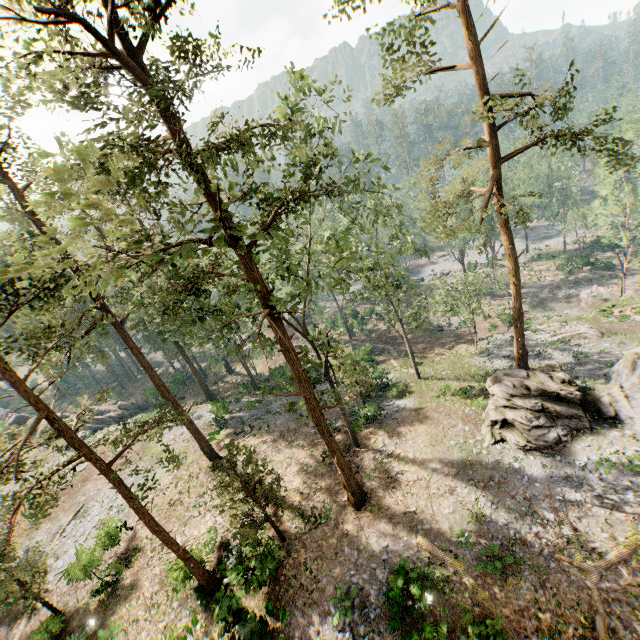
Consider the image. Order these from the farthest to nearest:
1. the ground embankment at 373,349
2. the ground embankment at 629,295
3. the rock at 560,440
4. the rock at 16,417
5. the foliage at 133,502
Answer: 1. the rock at 16,417
2. the ground embankment at 373,349
3. the ground embankment at 629,295
4. the rock at 560,440
5. the foliage at 133,502

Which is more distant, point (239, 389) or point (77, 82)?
point (239, 389)

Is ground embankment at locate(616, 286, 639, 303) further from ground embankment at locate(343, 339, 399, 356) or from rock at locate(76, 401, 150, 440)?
rock at locate(76, 401, 150, 440)

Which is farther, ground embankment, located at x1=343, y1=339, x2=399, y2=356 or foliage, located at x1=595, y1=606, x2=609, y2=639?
ground embankment, located at x1=343, y1=339, x2=399, y2=356

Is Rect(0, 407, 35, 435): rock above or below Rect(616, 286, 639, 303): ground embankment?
above

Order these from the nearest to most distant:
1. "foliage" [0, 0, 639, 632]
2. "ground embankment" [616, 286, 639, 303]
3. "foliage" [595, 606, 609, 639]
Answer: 1. "foliage" [0, 0, 639, 632]
2. "foliage" [595, 606, 609, 639]
3. "ground embankment" [616, 286, 639, 303]

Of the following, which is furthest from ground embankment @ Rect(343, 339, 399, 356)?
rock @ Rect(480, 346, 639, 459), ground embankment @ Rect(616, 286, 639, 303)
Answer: ground embankment @ Rect(616, 286, 639, 303)

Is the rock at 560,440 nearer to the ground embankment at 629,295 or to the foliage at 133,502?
the foliage at 133,502
